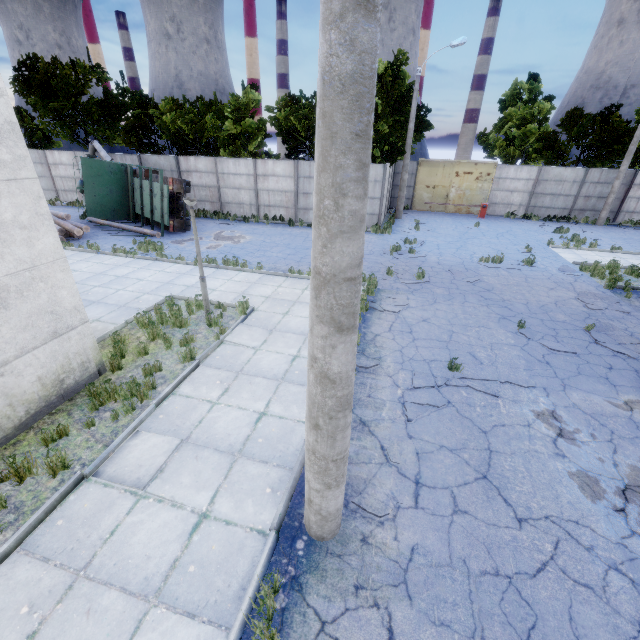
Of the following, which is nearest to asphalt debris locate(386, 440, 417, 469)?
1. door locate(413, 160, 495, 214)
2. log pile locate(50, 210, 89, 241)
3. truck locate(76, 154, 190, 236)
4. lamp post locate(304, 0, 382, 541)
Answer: lamp post locate(304, 0, 382, 541)

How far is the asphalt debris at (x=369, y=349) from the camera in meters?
8.0 m

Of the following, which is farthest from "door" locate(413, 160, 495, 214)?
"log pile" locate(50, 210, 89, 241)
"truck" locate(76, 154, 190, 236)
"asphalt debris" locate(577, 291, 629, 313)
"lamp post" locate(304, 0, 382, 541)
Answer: "lamp post" locate(304, 0, 382, 541)

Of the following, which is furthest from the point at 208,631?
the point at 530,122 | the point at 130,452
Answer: the point at 530,122

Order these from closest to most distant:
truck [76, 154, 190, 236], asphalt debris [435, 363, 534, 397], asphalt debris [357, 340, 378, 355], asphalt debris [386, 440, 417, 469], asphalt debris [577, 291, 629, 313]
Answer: asphalt debris [386, 440, 417, 469]
asphalt debris [435, 363, 534, 397]
asphalt debris [357, 340, 378, 355]
asphalt debris [577, 291, 629, 313]
truck [76, 154, 190, 236]

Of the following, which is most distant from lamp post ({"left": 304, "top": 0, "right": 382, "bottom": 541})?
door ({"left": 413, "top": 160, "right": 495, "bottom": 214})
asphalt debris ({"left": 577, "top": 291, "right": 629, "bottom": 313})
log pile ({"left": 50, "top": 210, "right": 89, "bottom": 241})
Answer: door ({"left": 413, "top": 160, "right": 495, "bottom": 214})

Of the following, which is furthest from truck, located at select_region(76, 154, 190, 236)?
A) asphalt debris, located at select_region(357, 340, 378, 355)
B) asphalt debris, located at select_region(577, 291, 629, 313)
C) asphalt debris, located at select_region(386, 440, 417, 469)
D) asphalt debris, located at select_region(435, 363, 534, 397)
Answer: asphalt debris, located at select_region(577, 291, 629, 313)

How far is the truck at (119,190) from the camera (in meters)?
16.88
